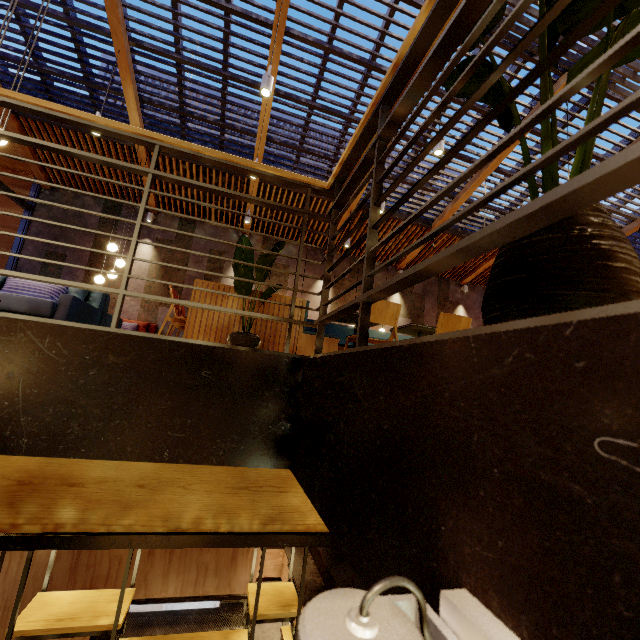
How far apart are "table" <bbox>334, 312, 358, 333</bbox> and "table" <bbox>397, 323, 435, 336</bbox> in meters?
0.3

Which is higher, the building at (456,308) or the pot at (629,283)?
the building at (456,308)

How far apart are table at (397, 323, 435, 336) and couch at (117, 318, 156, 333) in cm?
620

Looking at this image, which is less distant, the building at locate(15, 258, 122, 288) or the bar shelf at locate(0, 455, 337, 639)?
the bar shelf at locate(0, 455, 337, 639)

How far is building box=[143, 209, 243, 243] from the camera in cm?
941

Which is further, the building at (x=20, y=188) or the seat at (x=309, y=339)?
the building at (x=20, y=188)

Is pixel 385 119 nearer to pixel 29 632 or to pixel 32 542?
pixel 32 542
